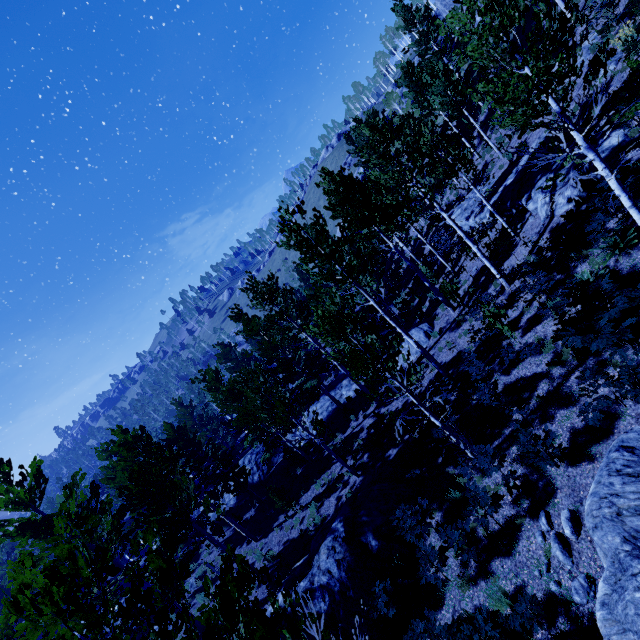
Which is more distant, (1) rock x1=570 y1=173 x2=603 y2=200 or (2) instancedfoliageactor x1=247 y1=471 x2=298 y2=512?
(2) instancedfoliageactor x1=247 y1=471 x2=298 y2=512

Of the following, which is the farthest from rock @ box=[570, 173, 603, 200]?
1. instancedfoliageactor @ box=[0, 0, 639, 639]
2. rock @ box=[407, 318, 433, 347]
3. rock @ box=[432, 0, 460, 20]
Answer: rock @ box=[432, 0, 460, 20]

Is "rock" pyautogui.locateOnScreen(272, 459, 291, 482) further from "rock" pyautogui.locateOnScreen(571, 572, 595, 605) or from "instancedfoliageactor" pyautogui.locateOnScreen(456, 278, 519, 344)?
"rock" pyautogui.locateOnScreen(571, 572, 595, 605)

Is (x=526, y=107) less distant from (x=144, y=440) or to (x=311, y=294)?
(x=311, y=294)

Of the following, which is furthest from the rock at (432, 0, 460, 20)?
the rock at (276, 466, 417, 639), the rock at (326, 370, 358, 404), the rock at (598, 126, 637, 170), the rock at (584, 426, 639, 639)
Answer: the rock at (276, 466, 417, 639)

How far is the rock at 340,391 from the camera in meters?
25.2 m

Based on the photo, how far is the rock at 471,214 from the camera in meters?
18.3

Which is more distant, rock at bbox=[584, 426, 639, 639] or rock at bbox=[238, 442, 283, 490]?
rock at bbox=[238, 442, 283, 490]
